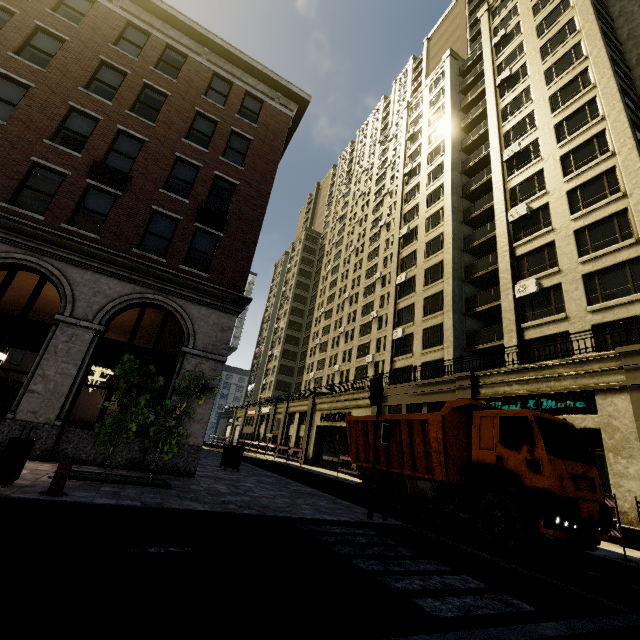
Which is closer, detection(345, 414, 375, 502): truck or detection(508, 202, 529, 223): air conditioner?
detection(345, 414, 375, 502): truck

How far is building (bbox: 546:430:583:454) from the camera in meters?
13.6

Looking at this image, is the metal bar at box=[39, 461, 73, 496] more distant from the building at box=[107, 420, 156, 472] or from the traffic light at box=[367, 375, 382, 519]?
the traffic light at box=[367, 375, 382, 519]

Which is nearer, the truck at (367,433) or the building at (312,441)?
the truck at (367,433)

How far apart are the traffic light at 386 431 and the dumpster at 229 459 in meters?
8.2

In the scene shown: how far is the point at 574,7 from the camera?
23.66m

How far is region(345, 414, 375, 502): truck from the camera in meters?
12.2

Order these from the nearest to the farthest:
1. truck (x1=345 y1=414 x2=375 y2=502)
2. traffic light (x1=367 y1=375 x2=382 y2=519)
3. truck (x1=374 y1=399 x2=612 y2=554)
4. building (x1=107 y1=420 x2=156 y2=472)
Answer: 1. truck (x1=374 y1=399 x2=612 y2=554)
2. traffic light (x1=367 y1=375 x2=382 y2=519)
3. building (x1=107 y1=420 x2=156 y2=472)
4. truck (x1=345 y1=414 x2=375 y2=502)
